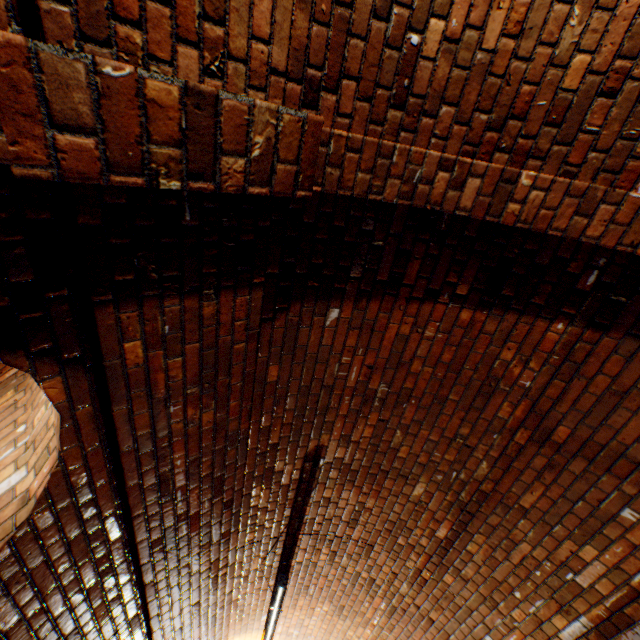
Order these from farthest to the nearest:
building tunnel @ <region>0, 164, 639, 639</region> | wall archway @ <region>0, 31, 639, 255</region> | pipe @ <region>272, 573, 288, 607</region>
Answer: pipe @ <region>272, 573, 288, 607</region>, building tunnel @ <region>0, 164, 639, 639</region>, wall archway @ <region>0, 31, 639, 255</region>

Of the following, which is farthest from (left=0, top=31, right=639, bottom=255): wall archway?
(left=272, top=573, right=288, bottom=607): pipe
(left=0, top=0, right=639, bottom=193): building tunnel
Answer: (left=272, top=573, right=288, bottom=607): pipe

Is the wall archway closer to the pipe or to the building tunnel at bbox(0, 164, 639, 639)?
the building tunnel at bbox(0, 164, 639, 639)

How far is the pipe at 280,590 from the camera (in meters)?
3.27

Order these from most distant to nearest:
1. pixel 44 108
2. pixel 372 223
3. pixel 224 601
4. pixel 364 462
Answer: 1. pixel 224 601
2. pixel 364 462
3. pixel 372 223
4. pixel 44 108

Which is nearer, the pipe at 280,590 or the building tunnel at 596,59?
the building tunnel at 596,59
